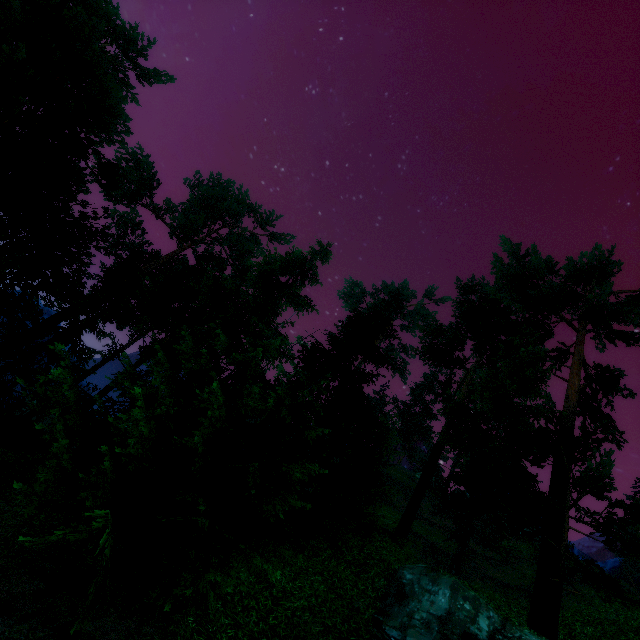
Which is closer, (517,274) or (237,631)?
(237,631)
